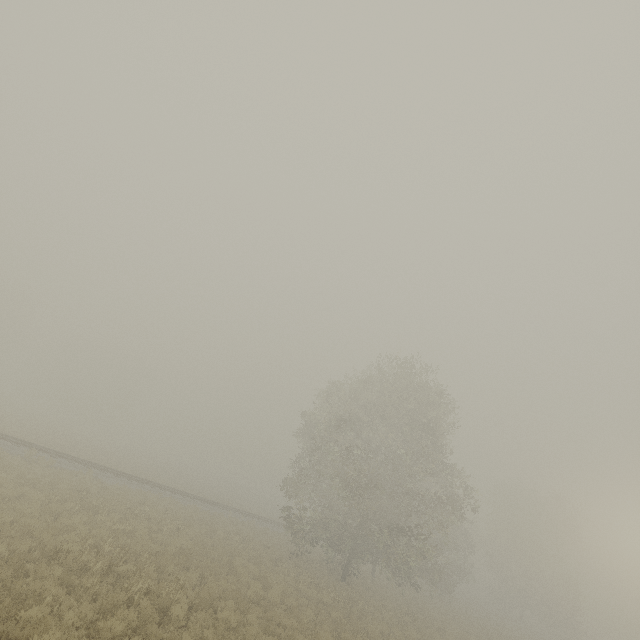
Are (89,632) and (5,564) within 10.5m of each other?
yes
